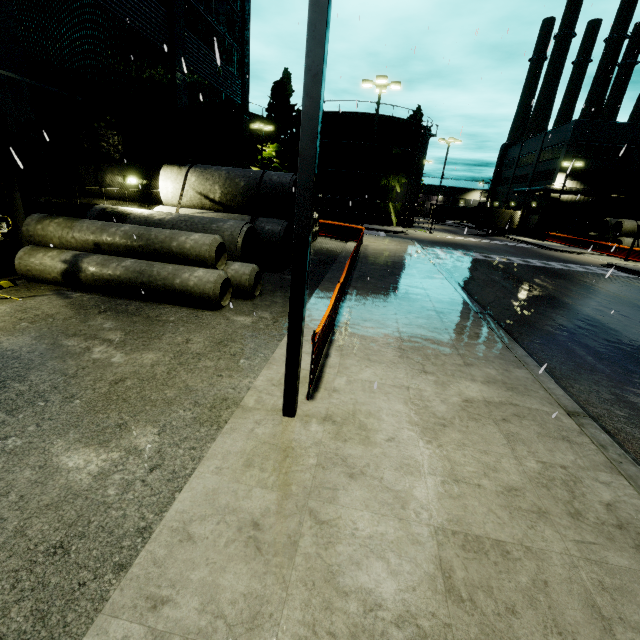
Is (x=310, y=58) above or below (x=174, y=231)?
above

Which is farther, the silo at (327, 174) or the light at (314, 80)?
the silo at (327, 174)

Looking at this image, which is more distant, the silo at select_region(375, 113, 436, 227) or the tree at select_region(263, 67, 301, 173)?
the tree at select_region(263, 67, 301, 173)

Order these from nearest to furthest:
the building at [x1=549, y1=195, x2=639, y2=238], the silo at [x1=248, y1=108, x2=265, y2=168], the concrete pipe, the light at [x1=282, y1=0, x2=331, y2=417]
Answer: the light at [x1=282, y1=0, x2=331, y2=417] < the concrete pipe < the silo at [x1=248, y1=108, x2=265, y2=168] < the building at [x1=549, y1=195, x2=639, y2=238]

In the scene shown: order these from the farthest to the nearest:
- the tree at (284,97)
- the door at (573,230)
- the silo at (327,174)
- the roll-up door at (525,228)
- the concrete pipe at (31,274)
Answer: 1. the roll-up door at (525,228)
2. the door at (573,230)
3. the tree at (284,97)
4. the silo at (327,174)
5. the concrete pipe at (31,274)

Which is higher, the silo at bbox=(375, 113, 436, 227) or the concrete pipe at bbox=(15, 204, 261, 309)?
the silo at bbox=(375, 113, 436, 227)

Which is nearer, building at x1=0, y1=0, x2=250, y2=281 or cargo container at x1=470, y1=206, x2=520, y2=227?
building at x1=0, y1=0, x2=250, y2=281
